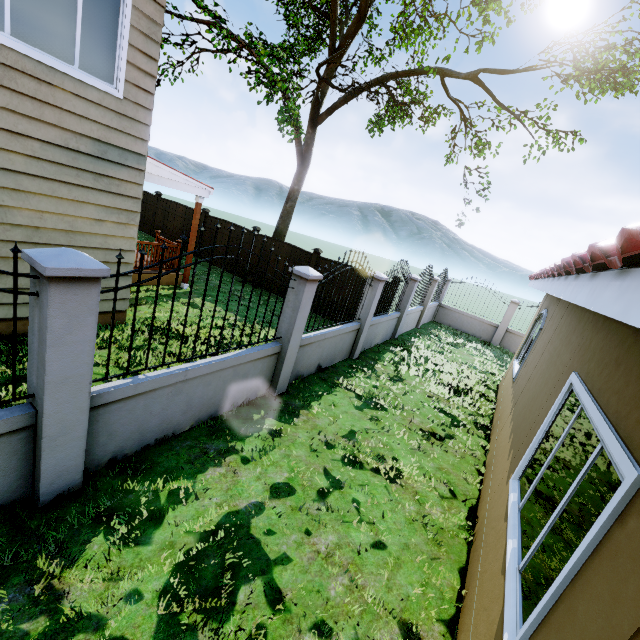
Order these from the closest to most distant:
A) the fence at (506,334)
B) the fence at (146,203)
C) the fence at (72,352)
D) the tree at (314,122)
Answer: the fence at (72,352), the tree at (314,122), the fence at (506,334), the fence at (146,203)

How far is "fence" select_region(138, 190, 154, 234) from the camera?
16.2 meters

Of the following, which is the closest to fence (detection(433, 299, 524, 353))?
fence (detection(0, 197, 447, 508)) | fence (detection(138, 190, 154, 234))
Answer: fence (detection(0, 197, 447, 508))

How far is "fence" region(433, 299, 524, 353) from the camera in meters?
15.2

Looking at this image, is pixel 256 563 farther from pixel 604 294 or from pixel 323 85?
pixel 323 85

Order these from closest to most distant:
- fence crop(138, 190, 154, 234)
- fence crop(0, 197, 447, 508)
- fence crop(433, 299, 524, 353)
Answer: fence crop(0, 197, 447, 508)
fence crop(433, 299, 524, 353)
fence crop(138, 190, 154, 234)

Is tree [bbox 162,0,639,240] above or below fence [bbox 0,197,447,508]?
above

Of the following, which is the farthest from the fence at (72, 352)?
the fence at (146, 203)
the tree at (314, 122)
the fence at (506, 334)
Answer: the fence at (146, 203)
